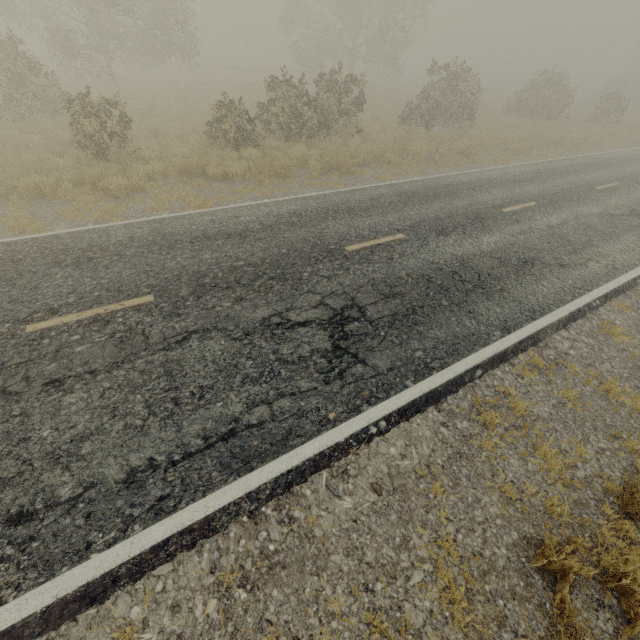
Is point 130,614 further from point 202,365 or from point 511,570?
point 511,570

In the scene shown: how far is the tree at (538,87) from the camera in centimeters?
2538cm

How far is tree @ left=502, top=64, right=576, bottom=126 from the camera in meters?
25.4
